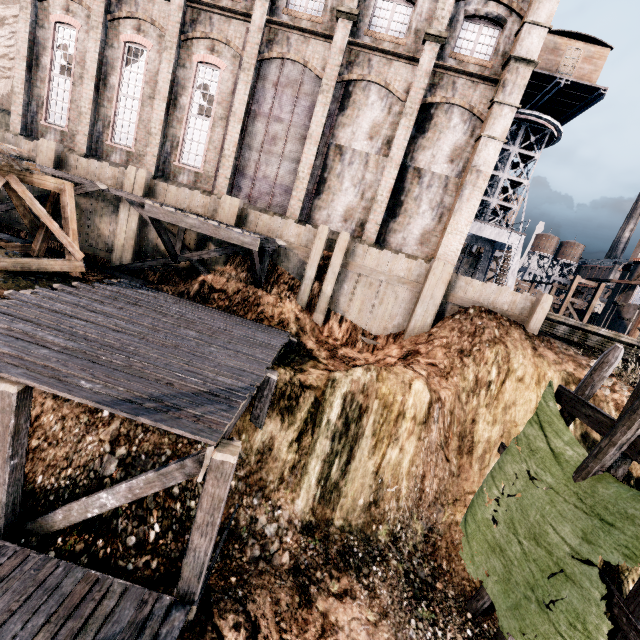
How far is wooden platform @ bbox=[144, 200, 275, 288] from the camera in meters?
12.8 m

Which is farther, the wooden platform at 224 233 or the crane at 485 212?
the crane at 485 212

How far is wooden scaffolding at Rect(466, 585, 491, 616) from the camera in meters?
9.3

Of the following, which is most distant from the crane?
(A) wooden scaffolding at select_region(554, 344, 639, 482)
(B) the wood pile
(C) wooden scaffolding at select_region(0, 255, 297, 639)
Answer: (B) the wood pile

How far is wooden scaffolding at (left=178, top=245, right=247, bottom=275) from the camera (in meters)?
15.33

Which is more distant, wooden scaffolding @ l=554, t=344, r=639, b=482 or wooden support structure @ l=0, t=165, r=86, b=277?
wooden support structure @ l=0, t=165, r=86, b=277

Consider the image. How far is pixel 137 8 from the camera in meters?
17.7

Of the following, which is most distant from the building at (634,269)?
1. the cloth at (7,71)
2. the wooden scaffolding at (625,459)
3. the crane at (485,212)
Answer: the wooden scaffolding at (625,459)
